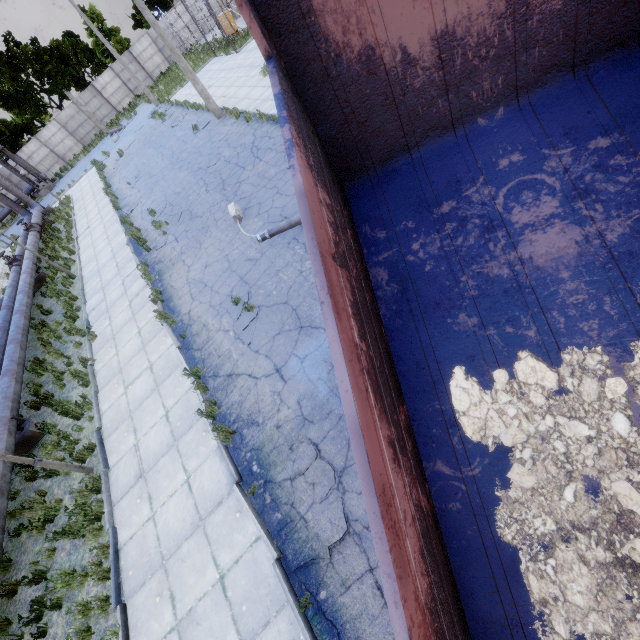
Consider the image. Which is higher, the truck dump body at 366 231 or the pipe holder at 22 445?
the truck dump body at 366 231

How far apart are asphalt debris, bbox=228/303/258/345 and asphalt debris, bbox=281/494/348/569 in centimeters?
295cm

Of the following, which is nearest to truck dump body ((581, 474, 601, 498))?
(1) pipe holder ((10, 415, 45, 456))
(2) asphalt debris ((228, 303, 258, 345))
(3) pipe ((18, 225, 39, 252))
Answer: (3) pipe ((18, 225, 39, 252))

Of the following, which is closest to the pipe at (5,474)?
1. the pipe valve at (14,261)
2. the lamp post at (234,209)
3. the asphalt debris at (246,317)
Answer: the pipe valve at (14,261)

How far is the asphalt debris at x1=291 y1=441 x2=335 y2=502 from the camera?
5.2 meters

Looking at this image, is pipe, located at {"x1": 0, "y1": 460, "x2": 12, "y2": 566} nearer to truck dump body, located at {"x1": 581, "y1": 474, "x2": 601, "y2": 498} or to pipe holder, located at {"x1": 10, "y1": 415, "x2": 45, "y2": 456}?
pipe holder, located at {"x1": 10, "y1": 415, "x2": 45, "y2": 456}

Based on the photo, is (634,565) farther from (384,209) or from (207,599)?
(207,599)
